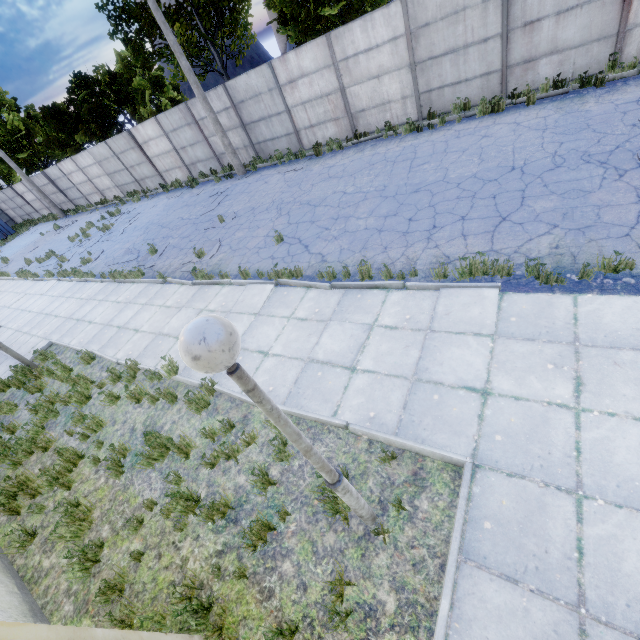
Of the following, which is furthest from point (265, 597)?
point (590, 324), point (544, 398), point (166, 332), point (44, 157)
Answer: point (44, 157)

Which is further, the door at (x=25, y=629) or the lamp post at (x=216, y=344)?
the door at (x=25, y=629)

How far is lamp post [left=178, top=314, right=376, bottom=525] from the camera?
1.6m

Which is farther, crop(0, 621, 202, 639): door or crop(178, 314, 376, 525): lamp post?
crop(0, 621, 202, 639): door

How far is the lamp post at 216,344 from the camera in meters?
1.6
